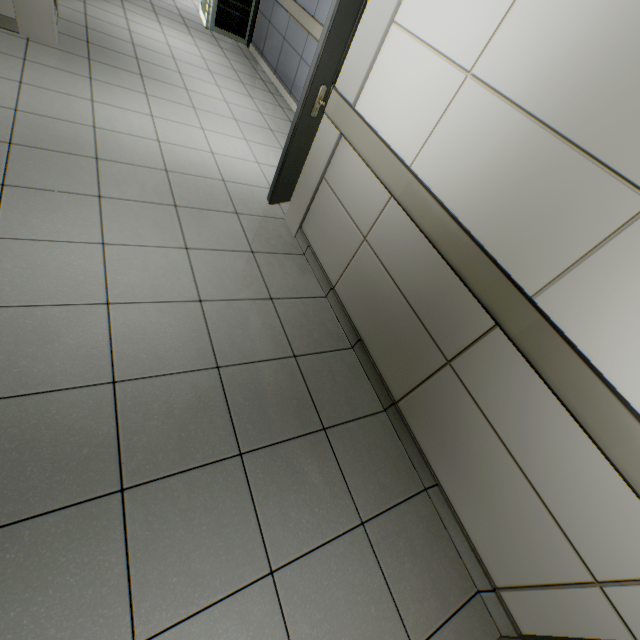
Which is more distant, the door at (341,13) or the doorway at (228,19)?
the doorway at (228,19)

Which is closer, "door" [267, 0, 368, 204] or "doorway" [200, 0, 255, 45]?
"door" [267, 0, 368, 204]

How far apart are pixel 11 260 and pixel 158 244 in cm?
76
